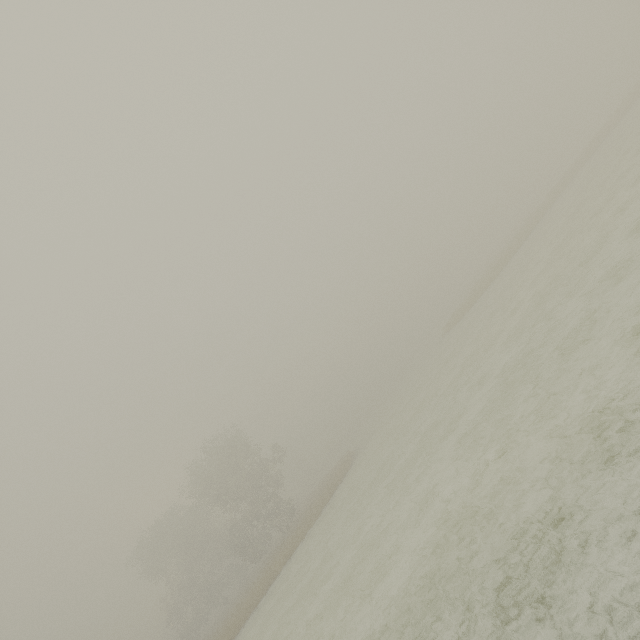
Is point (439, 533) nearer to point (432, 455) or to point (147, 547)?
point (432, 455)
